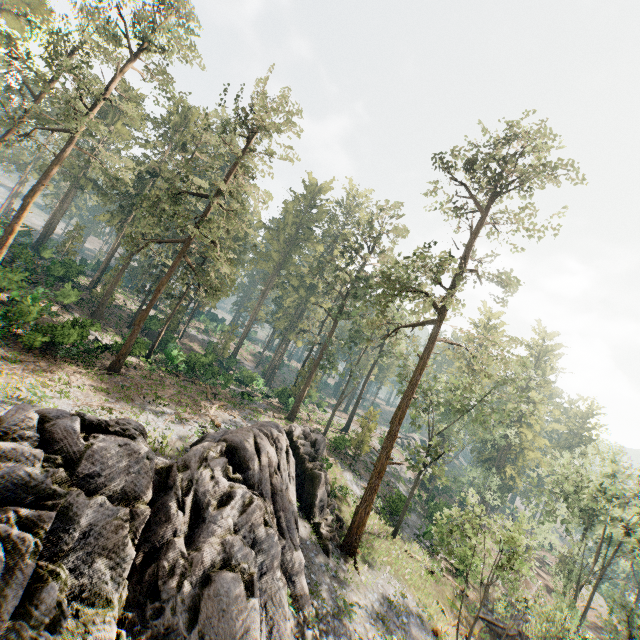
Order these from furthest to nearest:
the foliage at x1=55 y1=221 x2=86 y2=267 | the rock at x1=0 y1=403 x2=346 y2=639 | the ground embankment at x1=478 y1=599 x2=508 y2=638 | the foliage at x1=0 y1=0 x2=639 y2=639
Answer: the foliage at x1=55 y1=221 x2=86 y2=267
the ground embankment at x1=478 y1=599 x2=508 y2=638
the foliage at x1=0 y1=0 x2=639 y2=639
the rock at x1=0 y1=403 x2=346 y2=639

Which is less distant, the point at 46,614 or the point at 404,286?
the point at 46,614

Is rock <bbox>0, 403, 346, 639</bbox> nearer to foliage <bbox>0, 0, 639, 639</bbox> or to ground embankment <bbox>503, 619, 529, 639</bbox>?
foliage <bbox>0, 0, 639, 639</bbox>

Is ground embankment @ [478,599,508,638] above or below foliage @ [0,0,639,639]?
below

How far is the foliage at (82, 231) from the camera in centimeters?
4281cm

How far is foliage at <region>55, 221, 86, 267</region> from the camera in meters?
42.8

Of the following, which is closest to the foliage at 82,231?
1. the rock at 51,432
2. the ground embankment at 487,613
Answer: the rock at 51,432

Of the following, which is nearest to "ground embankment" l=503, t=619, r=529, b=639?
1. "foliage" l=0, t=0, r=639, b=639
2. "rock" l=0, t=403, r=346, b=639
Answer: "foliage" l=0, t=0, r=639, b=639
